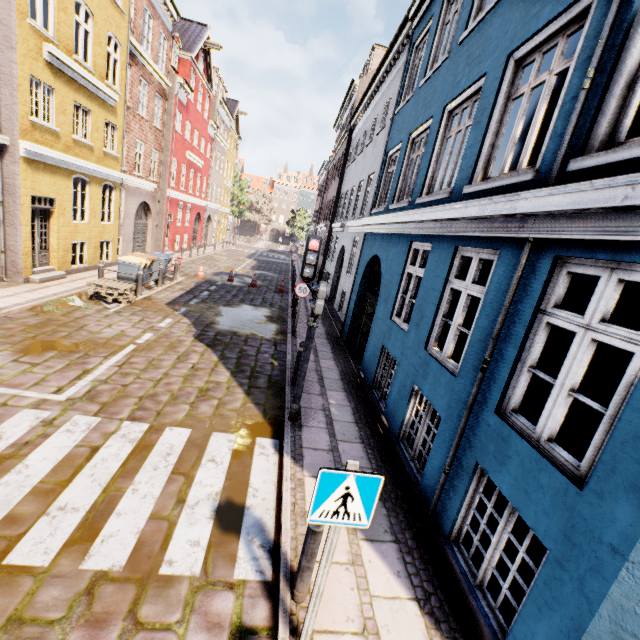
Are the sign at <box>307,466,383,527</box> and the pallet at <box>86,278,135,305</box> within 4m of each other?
no

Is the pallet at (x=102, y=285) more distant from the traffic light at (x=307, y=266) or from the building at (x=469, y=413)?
the traffic light at (x=307, y=266)

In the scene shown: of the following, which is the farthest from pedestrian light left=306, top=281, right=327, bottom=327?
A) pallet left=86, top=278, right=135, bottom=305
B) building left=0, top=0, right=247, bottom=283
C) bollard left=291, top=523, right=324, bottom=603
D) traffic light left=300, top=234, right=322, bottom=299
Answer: pallet left=86, top=278, right=135, bottom=305

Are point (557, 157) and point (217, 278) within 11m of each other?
no

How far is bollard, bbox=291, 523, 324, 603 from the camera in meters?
3.0

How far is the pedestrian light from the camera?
Result: 5.29m

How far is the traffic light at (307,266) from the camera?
5.4m

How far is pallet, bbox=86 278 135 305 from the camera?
10.7m
